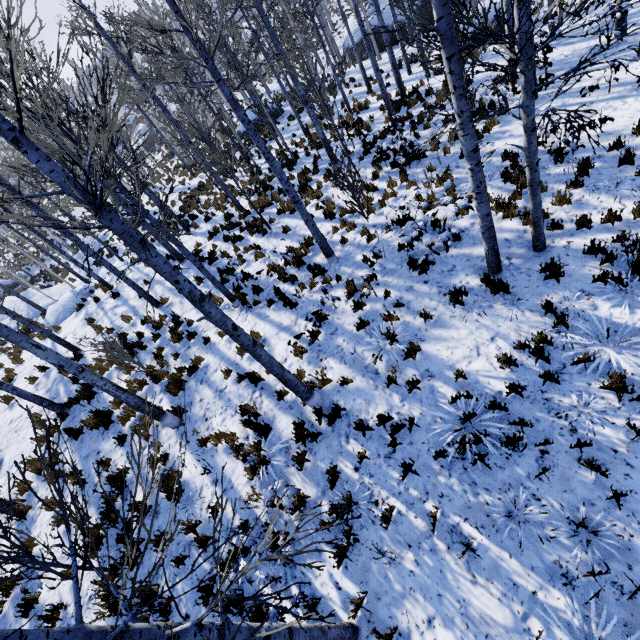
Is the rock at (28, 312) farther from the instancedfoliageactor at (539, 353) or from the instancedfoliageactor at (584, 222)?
the instancedfoliageactor at (584, 222)

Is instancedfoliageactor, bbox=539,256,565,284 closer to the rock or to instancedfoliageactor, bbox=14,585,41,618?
instancedfoliageactor, bbox=14,585,41,618

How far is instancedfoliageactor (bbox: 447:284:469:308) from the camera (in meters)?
6.38

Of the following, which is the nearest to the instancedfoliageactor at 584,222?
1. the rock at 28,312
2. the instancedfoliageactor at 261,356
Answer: the instancedfoliageactor at 261,356

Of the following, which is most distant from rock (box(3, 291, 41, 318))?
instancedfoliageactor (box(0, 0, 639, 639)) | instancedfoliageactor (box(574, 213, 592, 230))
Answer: instancedfoliageactor (box(574, 213, 592, 230))

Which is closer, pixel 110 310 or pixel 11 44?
pixel 11 44

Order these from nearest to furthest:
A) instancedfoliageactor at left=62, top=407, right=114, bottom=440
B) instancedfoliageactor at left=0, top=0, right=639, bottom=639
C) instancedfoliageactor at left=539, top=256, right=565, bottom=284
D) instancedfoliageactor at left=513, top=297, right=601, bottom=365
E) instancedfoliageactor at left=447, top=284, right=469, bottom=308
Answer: instancedfoliageactor at left=0, top=0, right=639, bottom=639 < instancedfoliageactor at left=513, top=297, right=601, bottom=365 < instancedfoliageactor at left=539, top=256, right=565, bottom=284 < instancedfoliageactor at left=447, top=284, right=469, bottom=308 < instancedfoliageactor at left=62, top=407, right=114, bottom=440
